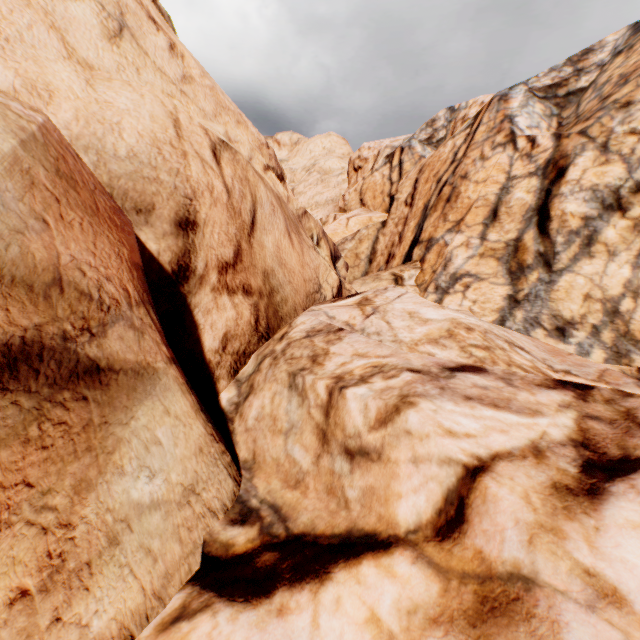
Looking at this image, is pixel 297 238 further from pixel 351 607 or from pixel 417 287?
pixel 417 287
